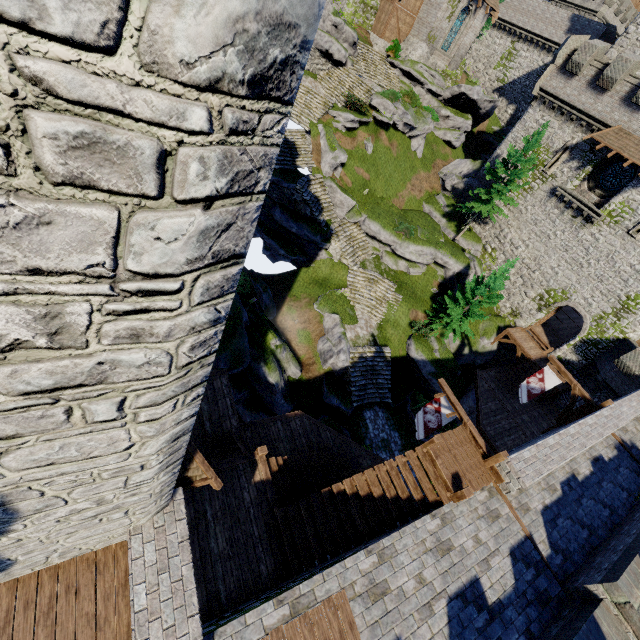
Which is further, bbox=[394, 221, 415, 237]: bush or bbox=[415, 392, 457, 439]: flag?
bbox=[394, 221, 415, 237]: bush

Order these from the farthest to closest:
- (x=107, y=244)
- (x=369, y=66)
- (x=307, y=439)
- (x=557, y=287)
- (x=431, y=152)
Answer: (x=431, y=152)
(x=369, y=66)
(x=557, y=287)
(x=307, y=439)
(x=107, y=244)

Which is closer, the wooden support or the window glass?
the wooden support

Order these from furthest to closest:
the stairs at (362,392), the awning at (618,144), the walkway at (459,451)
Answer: the stairs at (362,392) < the awning at (618,144) < the walkway at (459,451)

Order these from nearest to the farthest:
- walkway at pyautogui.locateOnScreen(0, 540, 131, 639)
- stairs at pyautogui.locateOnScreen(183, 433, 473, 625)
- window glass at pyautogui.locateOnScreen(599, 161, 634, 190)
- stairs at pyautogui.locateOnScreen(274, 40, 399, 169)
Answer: walkway at pyautogui.locateOnScreen(0, 540, 131, 639) → stairs at pyautogui.locateOnScreen(183, 433, 473, 625) → window glass at pyautogui.locateOnScreen(599, 161, 634, 190) → stairs at pyautogui.locateOnScreen(274, 40, 399, 169)

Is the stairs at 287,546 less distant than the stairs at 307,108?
Yes

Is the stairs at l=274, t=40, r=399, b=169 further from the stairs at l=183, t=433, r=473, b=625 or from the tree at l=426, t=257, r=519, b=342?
the stairs at l=183, t=433, r=473, b=625

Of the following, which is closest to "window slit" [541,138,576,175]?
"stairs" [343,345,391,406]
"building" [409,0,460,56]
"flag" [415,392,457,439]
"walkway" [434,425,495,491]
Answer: "building" [409,0,460,56]
